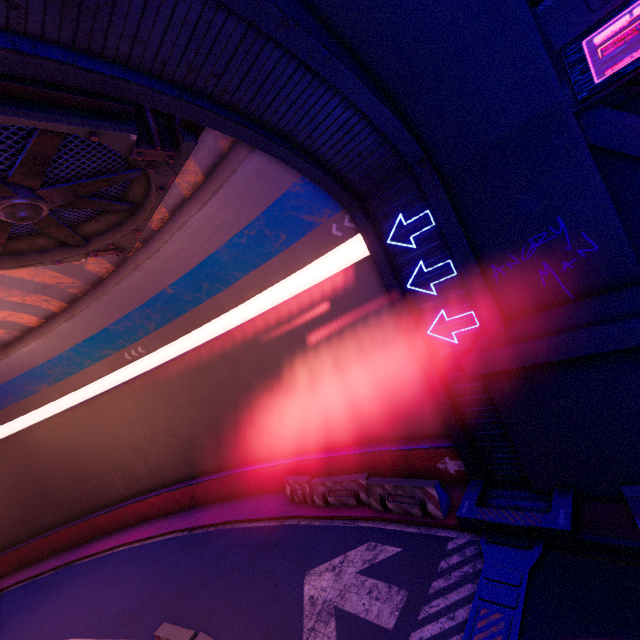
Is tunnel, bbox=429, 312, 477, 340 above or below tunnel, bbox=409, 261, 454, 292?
below

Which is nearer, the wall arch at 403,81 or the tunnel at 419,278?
the wall arch at 403,81

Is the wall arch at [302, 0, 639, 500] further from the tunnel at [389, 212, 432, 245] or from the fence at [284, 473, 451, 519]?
the fence at [284, 473, 451, 519]

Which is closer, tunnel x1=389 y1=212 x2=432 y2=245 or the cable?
the cable

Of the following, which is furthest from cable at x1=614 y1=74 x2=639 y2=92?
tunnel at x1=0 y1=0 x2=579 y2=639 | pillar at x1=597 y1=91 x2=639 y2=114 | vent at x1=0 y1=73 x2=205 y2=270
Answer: vent at x1=0 y1=73 x2=205 y2=270

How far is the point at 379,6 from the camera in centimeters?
563cm

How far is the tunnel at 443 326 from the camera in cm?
836

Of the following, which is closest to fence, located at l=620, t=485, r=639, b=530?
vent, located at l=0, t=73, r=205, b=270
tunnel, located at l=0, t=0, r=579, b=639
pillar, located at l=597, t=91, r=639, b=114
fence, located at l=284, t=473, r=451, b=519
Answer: tunnel, located at l=0, t=0, r=579, b=639
